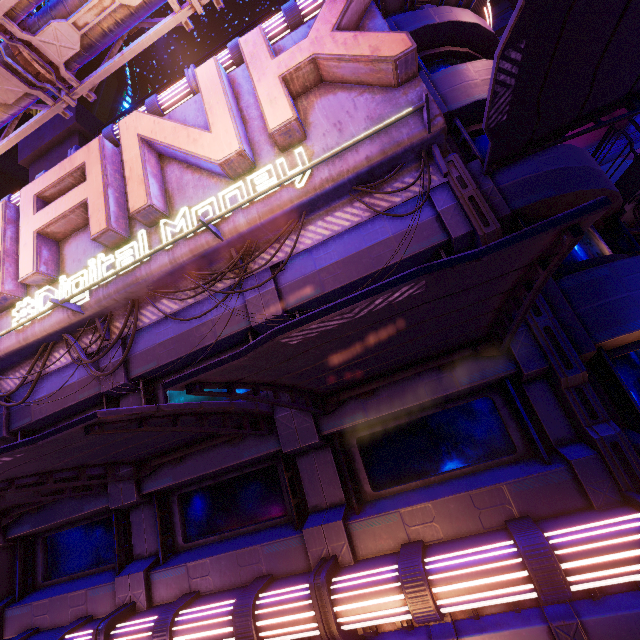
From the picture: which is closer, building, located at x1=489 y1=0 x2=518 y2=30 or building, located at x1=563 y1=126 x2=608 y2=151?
building, located at x1=563 y1=126 x2=608 y2=151

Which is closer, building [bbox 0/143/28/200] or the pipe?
the pipe

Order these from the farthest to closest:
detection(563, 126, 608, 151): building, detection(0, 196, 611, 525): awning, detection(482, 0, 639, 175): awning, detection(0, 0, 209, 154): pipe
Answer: detection(563, 126, 608, 151): building → detection(0, 0, 209, 154): pipe → detection(482, 0, 639, 175): awning → detection(0, 196, 611, 525): awning

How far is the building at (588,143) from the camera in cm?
3638

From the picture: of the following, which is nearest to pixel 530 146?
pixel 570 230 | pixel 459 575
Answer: pixel 570 230

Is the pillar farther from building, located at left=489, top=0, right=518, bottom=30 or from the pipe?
building, located at left=489, top=0, right=518, bottom=30

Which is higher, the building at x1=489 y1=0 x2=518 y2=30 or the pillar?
the building at x1=489 y1=0 x2=518 y2=30

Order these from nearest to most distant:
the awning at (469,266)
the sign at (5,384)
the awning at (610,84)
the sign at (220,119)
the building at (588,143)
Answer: the awning at (469,266)
the awning at (610,84)
the sign at (220,119)
the sign at (5,384)
the building at (588,143)
